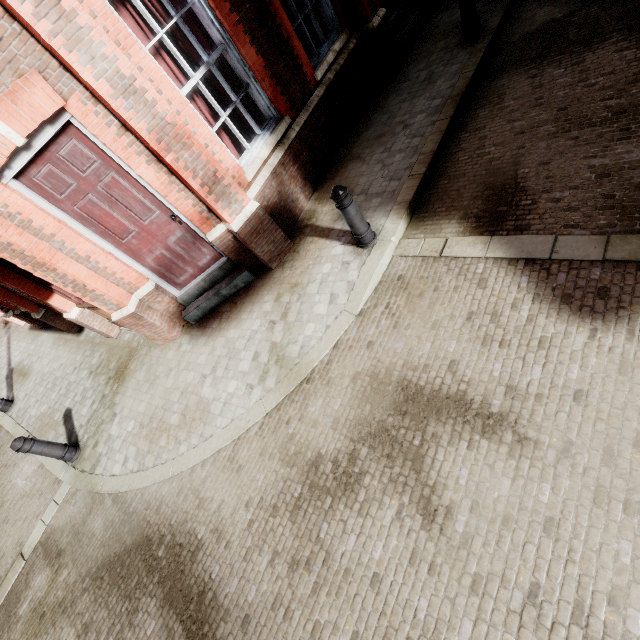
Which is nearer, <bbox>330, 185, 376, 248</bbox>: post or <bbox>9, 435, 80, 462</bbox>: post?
<bbox>330, 185, 376, 248</bbox>: post

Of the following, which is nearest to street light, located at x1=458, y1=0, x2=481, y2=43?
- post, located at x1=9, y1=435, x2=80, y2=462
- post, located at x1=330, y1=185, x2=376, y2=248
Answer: post, located at x1=330, y1=185, x2=376, y2=248

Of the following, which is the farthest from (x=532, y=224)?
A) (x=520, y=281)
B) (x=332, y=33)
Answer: (x=332, y=33)

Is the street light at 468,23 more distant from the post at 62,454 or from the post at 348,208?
the post at 62,454

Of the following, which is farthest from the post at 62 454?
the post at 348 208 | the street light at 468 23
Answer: the street light at 468 23

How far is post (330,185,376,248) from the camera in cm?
395

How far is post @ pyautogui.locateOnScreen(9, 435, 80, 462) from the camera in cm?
519

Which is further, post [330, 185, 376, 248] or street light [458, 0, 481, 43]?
street light [458, 0, 481, 43]
